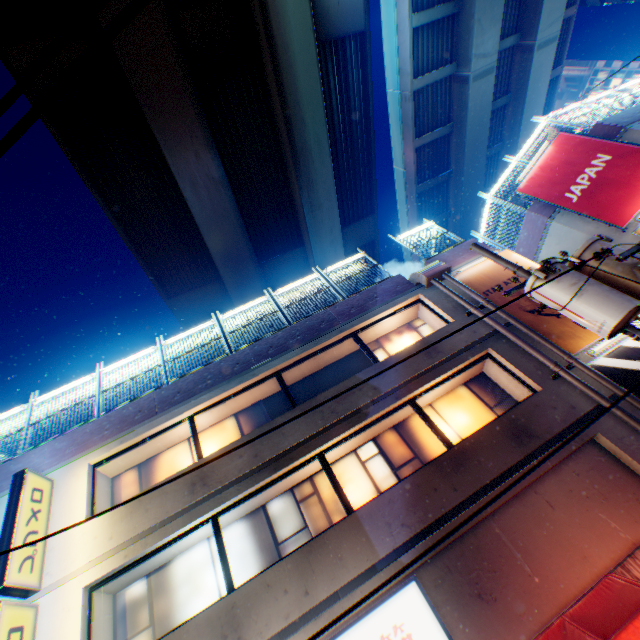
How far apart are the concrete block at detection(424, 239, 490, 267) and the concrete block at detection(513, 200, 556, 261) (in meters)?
2.92

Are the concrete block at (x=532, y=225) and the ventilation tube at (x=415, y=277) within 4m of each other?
no

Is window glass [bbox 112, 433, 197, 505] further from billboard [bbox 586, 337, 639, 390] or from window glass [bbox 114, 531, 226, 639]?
billboard [bbox 586, 337, 639, 390]

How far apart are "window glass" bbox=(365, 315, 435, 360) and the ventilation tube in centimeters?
108cm

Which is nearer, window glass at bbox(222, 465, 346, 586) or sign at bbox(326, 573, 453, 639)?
sign at bbox(326, 573, 453, 639)

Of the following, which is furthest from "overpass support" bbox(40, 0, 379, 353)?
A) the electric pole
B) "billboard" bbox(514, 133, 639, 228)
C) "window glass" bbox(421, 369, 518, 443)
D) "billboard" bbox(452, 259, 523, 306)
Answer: "window glass" bbox(421, 369, 518, 443)

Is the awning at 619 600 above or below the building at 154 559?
below

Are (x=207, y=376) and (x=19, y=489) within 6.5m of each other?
yes
